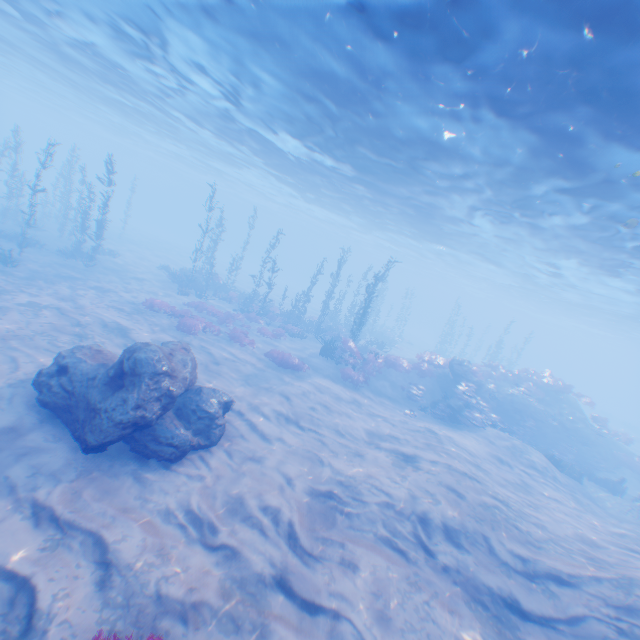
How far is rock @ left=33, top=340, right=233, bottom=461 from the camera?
8.0m

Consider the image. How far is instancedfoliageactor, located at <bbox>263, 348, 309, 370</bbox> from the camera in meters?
18.3

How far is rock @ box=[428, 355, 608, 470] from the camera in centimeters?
2102cm

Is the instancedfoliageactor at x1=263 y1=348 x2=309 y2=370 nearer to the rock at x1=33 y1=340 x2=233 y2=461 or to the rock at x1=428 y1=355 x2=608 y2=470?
the rock at x1=33 y1=340 x2=233 y2=461

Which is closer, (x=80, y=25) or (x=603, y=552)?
(x=603, y=552)

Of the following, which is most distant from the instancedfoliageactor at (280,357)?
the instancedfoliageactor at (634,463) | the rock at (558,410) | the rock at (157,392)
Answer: the instancedfoliageactor at (634,463)

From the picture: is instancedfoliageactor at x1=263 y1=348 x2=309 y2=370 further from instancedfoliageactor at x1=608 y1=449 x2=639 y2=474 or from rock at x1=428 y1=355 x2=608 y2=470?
instancedfoliageactor at x1=608 y1=449 x2=639 y2=474

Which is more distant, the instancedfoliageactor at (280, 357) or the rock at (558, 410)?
the rock at (558, 410)
